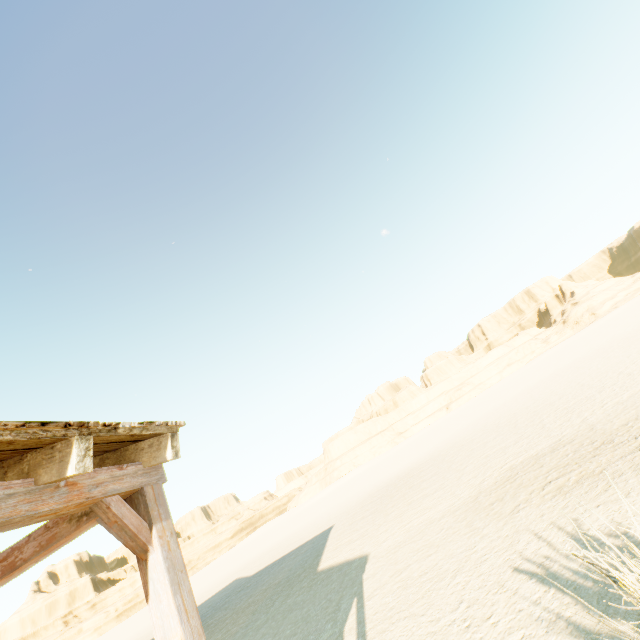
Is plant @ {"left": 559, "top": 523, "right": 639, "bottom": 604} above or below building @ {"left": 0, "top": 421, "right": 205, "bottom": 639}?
below

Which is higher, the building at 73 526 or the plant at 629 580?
the building at 73 526

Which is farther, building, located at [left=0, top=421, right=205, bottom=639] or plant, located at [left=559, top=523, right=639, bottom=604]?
plant, located at [left=559, top=523, right=639, bottom=604]

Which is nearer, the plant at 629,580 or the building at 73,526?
the building at 73,526

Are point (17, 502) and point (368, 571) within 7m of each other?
no
